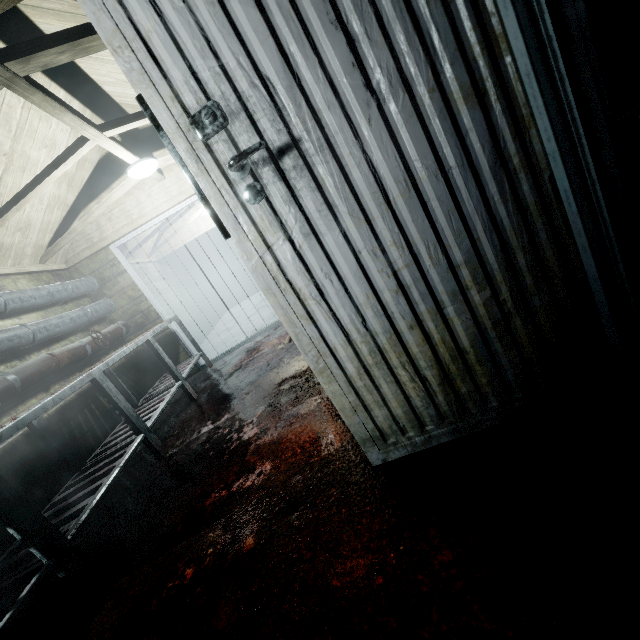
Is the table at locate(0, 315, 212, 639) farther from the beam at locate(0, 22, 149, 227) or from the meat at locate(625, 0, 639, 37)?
the meat at locate(625, 0, 639, 37)

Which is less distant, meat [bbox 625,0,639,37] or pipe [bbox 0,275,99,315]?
meat [bbox 625,0,639,37]

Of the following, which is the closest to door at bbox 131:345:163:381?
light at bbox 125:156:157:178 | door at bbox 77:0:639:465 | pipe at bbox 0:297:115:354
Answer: pipe at bbox 0:297:115:354

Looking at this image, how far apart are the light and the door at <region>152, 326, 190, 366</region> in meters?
1.0

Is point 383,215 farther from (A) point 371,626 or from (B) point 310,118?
(A) point 371,626

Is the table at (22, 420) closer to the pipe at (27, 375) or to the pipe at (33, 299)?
the pipe at (27, 375)

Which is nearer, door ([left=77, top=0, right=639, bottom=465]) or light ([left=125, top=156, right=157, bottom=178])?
door ([left=77, top=0, right=639, bottom=465])

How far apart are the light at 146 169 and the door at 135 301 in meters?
1.0 m
